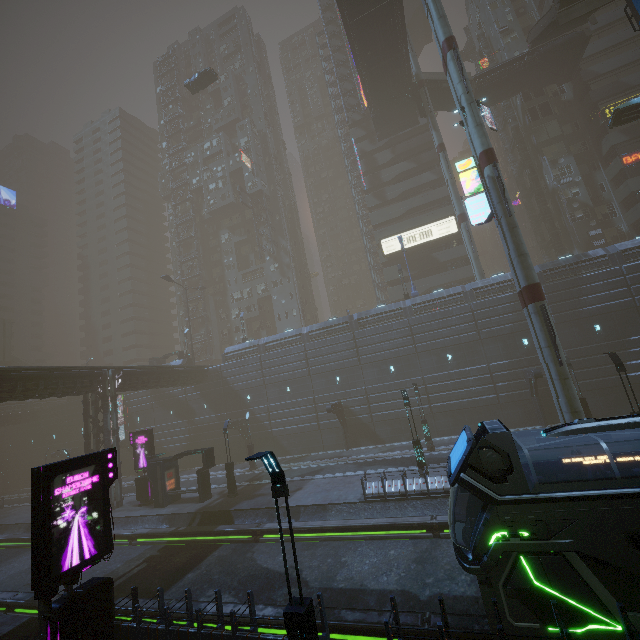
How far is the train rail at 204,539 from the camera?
13.7m

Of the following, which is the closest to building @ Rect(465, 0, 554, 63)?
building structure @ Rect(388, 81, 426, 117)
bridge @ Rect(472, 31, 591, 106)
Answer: bridge @ Rect(472, 31, 591, 106)

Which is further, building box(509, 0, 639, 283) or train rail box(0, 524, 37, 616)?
building box(509, 0, 639, 283)

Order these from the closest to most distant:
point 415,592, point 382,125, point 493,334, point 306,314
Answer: point 415,592
point 493,334
point 382,125
point 306,314

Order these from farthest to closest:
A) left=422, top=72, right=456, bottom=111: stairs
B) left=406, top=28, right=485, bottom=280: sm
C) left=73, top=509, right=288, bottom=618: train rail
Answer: left=422, top=72, right=456, bottom=111: stairs, left=406, top=28, right=485, bottom=280: sm, left=73, top=509, right=288, bottom=618: train rail

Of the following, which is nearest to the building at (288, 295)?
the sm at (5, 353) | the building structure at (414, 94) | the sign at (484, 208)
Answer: the sign at (484, 208)

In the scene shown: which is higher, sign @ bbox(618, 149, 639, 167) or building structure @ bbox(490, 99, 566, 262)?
building structure @ bbox(490, 99, 566, 262)

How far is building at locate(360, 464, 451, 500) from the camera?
17.34m
